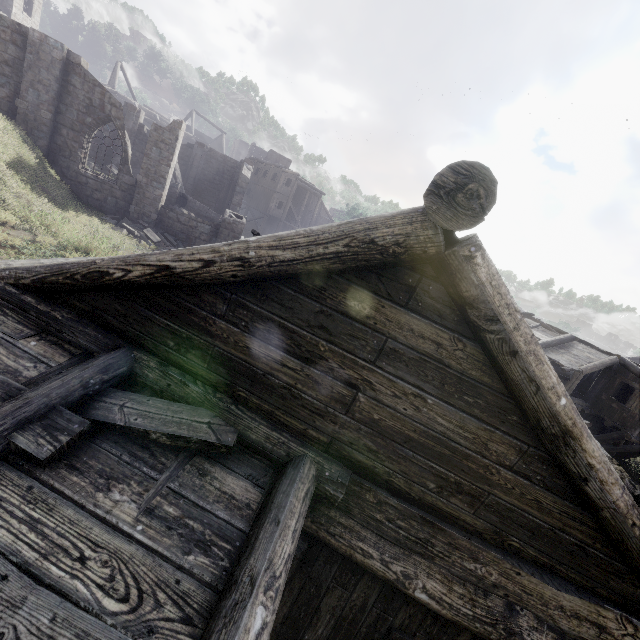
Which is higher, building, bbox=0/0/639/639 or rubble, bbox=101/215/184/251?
building, bbox=0/0/639/639

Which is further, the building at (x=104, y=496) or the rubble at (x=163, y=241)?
the rubble at (x=163, y=241)

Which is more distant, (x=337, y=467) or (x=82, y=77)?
(x=82, y=77)

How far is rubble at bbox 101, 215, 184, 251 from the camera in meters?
16.6

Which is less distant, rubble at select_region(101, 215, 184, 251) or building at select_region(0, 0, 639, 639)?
building at select_region(0, 0, 639, 639)

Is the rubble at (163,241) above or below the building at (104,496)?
below
